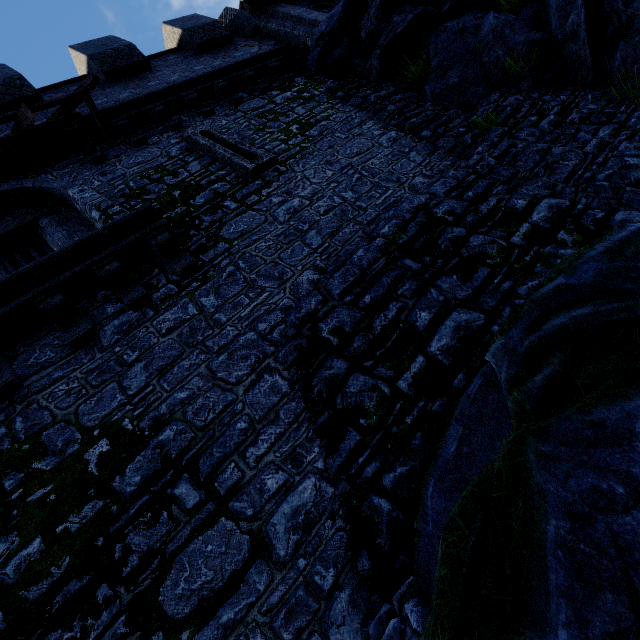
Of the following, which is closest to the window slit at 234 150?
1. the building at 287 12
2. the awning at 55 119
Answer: the awning at 55 119

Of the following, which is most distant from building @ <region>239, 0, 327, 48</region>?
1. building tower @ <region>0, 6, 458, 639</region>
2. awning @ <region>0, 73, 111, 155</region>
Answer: awning @ <region>0, 73, 111, 155</region>

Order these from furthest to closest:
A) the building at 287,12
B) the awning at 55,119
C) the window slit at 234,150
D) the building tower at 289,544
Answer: the building at 287,12
the window slit at 234,150
the awning at 55,119
the building tower at 289,544

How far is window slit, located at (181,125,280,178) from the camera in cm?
684

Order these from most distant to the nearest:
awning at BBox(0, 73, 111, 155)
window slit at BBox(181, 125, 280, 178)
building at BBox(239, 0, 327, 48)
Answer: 1. building at BBox(239, 0, 327, 48)
2. window slit at BBox(181, 125, 280, 178)
3. awning at BBox(0, 73, 111, 155)

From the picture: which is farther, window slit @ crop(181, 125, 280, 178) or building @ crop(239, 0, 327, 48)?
building @ crop(239, 0, 327, 48)

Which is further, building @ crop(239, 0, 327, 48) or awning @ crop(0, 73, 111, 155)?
building @ crop(239, 0, 327, 48)

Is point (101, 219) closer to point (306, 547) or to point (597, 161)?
point (306, 547)
